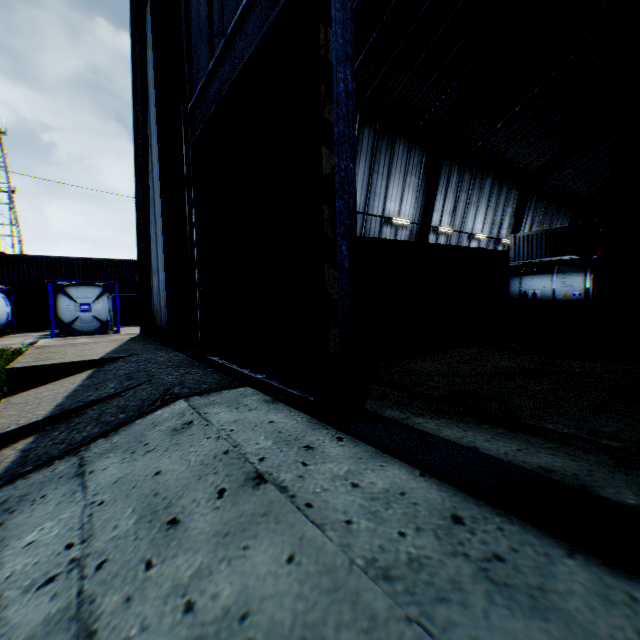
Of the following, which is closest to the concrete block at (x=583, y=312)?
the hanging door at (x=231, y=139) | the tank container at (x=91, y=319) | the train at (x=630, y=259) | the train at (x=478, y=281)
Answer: the train at (x=630, y=259)

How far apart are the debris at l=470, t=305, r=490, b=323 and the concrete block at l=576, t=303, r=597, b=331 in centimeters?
305cm

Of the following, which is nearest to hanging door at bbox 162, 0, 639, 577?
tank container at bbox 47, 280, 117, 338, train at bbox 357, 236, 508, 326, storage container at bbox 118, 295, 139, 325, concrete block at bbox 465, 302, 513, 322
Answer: train at bbox 357, 236, 508, 326

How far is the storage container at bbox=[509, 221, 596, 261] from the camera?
21.97m

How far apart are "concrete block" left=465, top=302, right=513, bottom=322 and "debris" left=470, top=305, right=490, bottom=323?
0.4 meters

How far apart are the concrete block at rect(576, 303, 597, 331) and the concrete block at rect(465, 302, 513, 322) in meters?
3.1

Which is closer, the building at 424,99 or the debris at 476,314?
the debris at 476,314

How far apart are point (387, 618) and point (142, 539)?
1.5m
